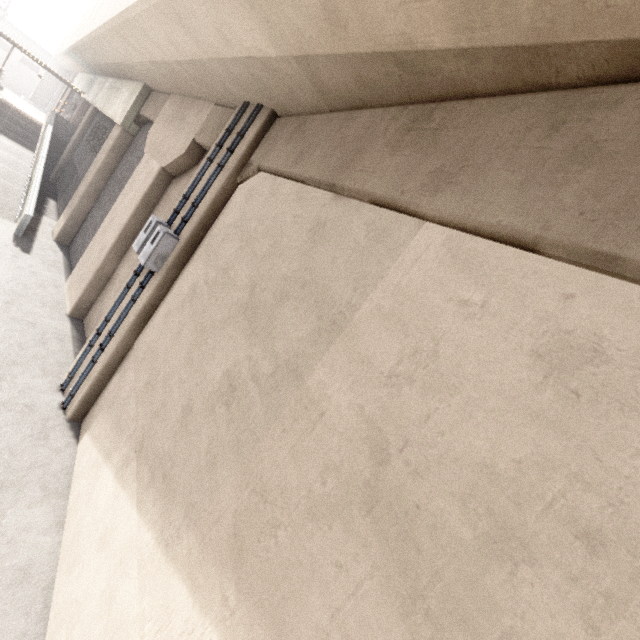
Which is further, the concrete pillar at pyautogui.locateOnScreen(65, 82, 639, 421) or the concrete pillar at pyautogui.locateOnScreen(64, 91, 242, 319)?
the concrete pillar at pyautogui.locateOnScreen(64, 91, 242, 319)

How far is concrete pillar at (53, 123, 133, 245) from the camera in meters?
12.4 m

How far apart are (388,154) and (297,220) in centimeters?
127cm

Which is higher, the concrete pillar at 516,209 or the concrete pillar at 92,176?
the concrete pillar at 516,209

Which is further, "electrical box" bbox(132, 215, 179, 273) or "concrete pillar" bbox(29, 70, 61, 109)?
"concrete pillar" bbox(29, 70, 61, 109)

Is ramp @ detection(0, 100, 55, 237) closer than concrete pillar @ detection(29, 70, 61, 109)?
Yes

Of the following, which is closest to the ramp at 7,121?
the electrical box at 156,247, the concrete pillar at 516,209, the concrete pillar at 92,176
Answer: the concrete pillar at 92,176

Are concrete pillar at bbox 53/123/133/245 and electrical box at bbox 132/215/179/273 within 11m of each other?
yes
